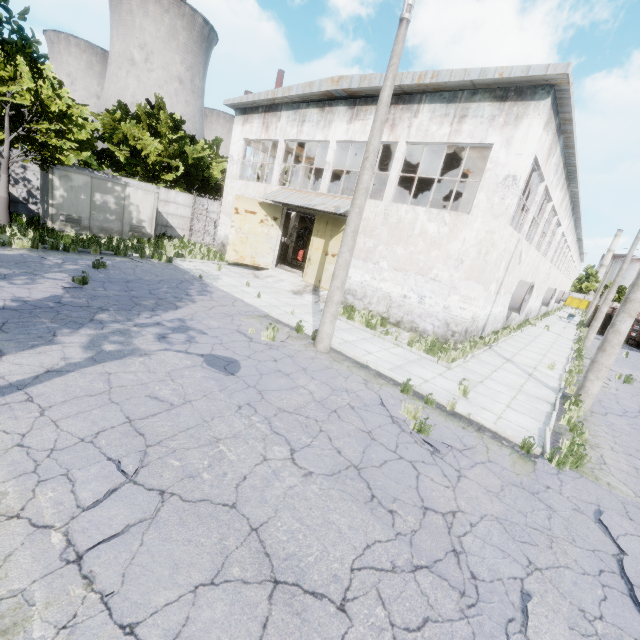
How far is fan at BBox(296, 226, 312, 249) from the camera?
29.8 meters

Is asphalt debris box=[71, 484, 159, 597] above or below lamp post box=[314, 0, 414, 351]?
below

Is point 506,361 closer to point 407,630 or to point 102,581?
Result: point 407,630

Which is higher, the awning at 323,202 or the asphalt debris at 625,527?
the awning at 323,202

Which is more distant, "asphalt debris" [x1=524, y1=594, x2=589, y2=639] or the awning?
the awning

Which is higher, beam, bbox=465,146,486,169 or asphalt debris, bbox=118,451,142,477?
beam, bbox=465,146,486,169

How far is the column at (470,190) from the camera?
16.56m

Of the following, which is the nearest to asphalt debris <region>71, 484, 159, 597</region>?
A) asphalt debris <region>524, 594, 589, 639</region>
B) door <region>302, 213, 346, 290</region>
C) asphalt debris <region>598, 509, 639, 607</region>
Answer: asphalt debris <region>524, 594, 589, 639</region>
